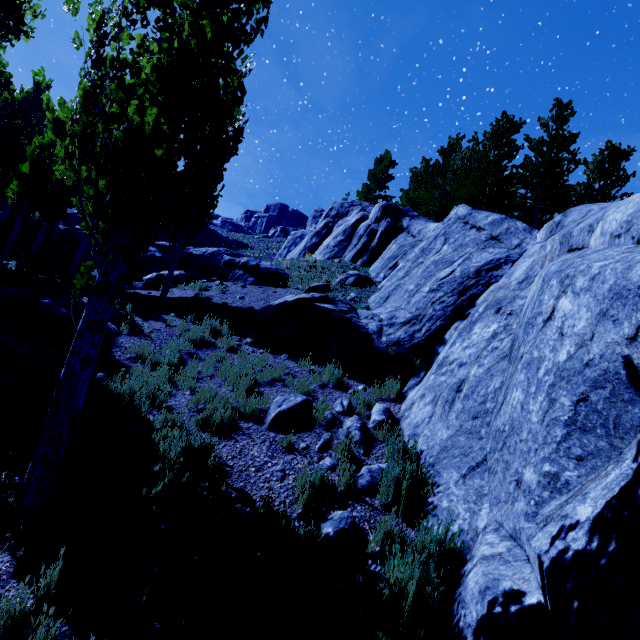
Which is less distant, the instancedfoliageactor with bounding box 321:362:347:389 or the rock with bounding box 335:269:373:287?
the instancedfoliageactor with bounding box 321:362:347:389

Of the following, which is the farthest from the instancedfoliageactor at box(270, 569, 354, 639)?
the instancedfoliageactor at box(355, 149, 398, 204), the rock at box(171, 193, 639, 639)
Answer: the instancedfoliageactor at box(355, 149, 398, 204)

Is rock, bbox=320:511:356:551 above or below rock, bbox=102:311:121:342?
below

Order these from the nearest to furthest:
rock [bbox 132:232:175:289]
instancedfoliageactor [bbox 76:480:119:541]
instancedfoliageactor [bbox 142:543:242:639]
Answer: instancedfoliageactor [bbox 142:543:242:639] → instancedfoliageactor [bbox 76:480:119:541] → rock [bbox 132:232:175:289]

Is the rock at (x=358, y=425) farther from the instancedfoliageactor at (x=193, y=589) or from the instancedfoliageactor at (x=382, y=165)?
the instancedfoliageactor at (x=382, y=165)

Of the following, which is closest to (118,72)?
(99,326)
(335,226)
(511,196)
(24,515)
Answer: (99,326)

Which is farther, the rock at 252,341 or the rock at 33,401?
the rock at 252,341

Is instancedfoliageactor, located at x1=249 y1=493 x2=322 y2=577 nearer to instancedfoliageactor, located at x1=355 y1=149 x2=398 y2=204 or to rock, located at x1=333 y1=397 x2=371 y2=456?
rock, located at x1=333 y1=397 x2=371 y2=456
